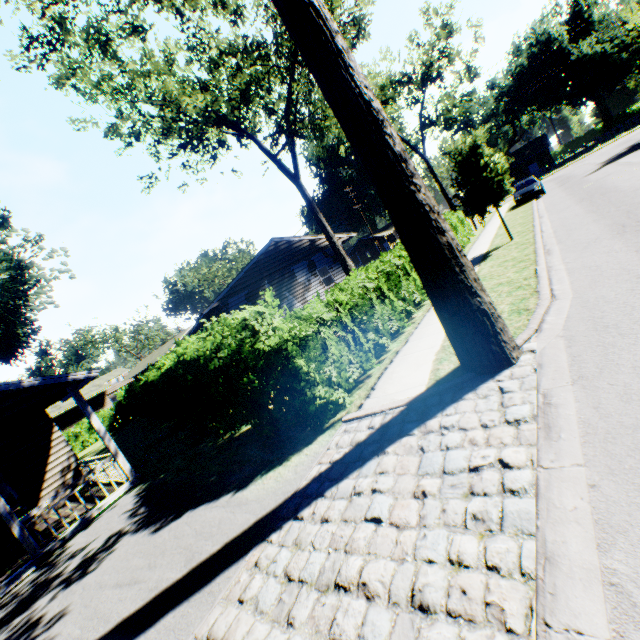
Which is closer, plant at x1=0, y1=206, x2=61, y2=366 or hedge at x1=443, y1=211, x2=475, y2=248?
plant at x1=0, y1=206, x2=61, y2=366

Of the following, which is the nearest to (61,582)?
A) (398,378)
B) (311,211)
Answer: (398,378)

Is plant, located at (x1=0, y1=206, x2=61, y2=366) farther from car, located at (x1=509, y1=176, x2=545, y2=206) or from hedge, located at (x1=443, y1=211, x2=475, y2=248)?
car, located at (x1=509, y1=176, x2=545, y2=206)

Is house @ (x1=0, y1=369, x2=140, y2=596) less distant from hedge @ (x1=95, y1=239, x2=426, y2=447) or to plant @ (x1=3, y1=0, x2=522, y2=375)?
plant @ (x1=3, y1=0, x2=522, y2=375)

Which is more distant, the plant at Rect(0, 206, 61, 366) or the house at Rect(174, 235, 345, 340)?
the house at Rect(174, 235, 345, 340)

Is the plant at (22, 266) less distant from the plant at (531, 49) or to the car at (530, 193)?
the car at (530, 193)

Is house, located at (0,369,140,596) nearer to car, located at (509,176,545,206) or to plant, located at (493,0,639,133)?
car, located at (509,176,545,206)

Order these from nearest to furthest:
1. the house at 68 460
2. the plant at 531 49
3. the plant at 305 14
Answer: the plant at 305 14 → the house at 68 460 → the plant at 531 49
